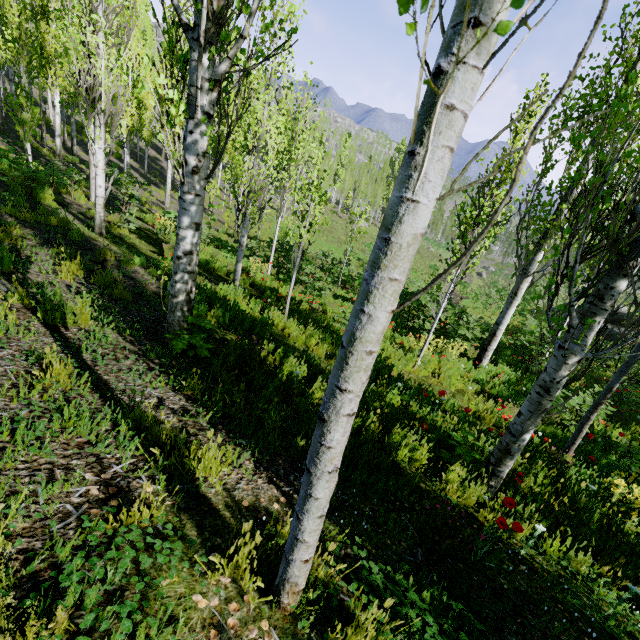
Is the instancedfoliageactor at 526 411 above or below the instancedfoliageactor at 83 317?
above

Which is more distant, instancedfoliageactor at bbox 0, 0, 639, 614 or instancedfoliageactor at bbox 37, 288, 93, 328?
instancedfoliageactor at bbox 37, 288, 93, 328

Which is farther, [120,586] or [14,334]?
[14,334]

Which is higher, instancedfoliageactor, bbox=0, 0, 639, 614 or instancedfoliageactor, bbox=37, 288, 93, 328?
instancedfoliageactor, bbox=0, 0, 639, 614

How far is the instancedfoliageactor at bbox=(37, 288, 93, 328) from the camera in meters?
3.5 m

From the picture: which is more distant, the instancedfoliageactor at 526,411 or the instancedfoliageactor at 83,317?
the instancedfoliageactor at 83,317
